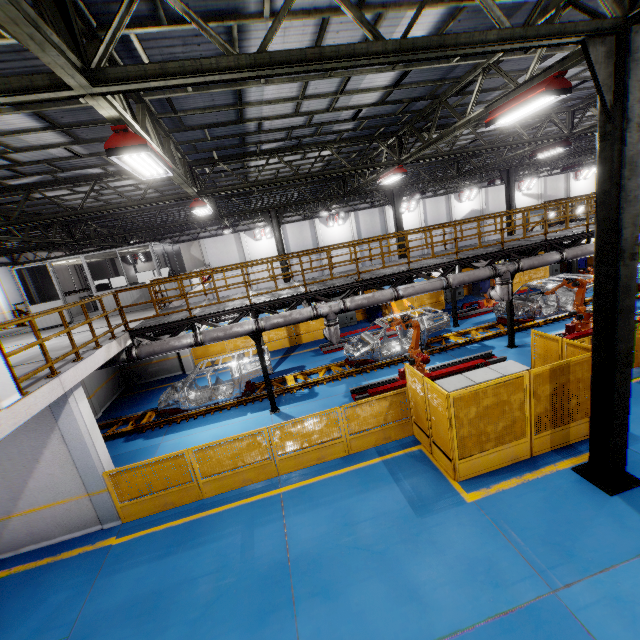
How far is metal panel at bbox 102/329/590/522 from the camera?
7.2m

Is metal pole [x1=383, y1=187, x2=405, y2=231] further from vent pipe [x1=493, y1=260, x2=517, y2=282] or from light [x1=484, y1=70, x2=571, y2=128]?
light [x1=484, y1=70, x2=571, y2=128]

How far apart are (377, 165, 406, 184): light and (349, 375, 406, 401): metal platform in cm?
743

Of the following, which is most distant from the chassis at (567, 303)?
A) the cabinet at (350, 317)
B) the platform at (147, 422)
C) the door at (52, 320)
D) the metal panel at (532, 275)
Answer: the cabinet at (350, 317)

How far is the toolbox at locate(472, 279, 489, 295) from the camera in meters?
22.0

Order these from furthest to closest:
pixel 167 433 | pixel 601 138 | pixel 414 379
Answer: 1. pixel 167 433
2. pixel 414 379
3. pixel 601 138

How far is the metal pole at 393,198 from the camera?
19.8 meters

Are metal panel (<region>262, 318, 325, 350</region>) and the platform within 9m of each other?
yes
